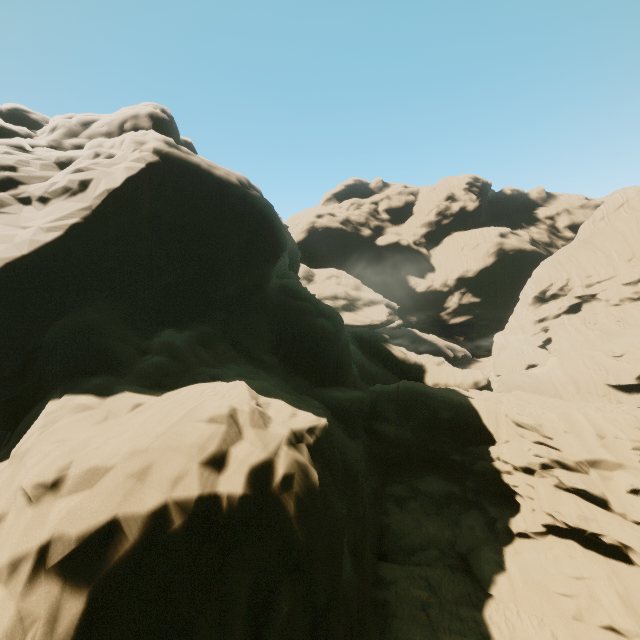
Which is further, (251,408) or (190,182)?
(190,182)
